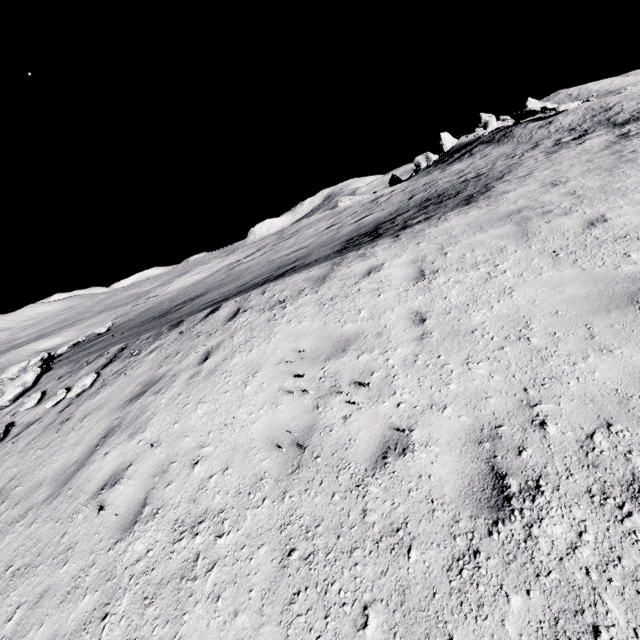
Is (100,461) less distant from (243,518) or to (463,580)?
(243,518)
